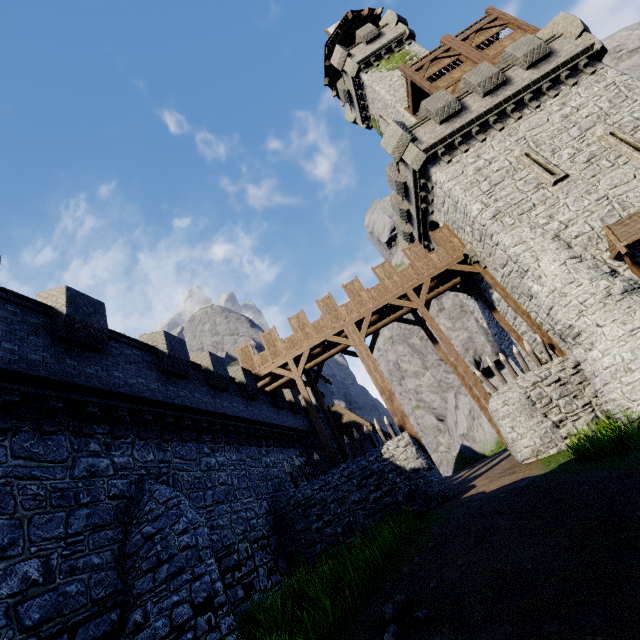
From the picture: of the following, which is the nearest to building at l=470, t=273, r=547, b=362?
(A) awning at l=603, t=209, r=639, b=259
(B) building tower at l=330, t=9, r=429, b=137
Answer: (A) awning at l=603, t=209, r=639, b=259

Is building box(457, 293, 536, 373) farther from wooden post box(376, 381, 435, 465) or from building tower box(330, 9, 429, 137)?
wooden post box(376, 381, 435, 465)

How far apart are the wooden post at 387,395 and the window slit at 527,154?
11.76m

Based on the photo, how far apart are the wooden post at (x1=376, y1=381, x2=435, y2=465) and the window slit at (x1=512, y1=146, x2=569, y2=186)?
11.8m

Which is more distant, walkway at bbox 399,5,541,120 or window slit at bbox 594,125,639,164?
walkway at bbox 399,5,541,120

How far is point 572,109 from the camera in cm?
1566

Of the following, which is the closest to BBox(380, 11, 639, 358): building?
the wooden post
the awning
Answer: the awning

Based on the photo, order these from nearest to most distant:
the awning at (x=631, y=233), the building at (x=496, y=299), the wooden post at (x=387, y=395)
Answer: the awning at (x=631, y=233), the wooden post at (x=387, y=395), the building at (x=496, y=299)
